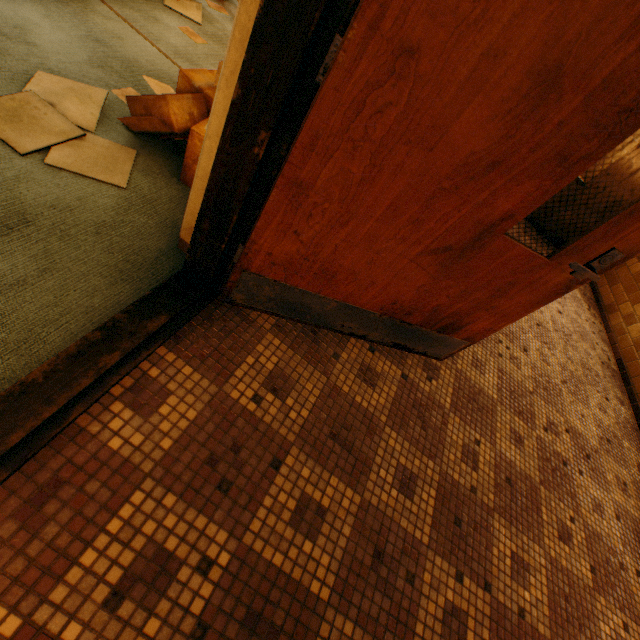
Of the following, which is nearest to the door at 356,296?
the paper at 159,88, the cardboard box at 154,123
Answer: the cardboard box at 154,123

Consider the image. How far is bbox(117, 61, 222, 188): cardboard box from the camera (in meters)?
1.67

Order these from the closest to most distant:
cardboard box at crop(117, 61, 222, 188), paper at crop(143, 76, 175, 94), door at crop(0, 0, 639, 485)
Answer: door at crop(0, 0, 639, 485), cardboard box at crop(117, 61, 222, 188), paper at crop(143, 76, 175, 94)

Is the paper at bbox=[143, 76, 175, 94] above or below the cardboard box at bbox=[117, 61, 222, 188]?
below

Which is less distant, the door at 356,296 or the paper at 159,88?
the door at 356,296

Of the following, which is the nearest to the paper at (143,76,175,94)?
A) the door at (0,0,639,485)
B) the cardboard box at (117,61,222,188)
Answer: the cardboard box at (117,61,222,188)

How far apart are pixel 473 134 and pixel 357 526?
1.5m
